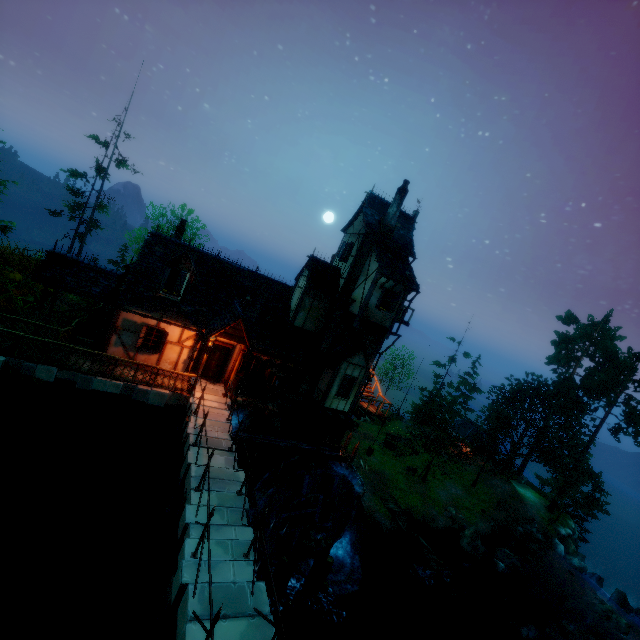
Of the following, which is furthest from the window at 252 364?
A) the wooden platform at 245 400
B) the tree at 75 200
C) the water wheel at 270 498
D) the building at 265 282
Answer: the tree at 75 200

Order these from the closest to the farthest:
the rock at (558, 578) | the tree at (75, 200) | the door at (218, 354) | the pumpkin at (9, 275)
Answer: the door at (218, 354), the pumpkin at (9, 275), the tree at (75, 200), the rock at (558, 578)

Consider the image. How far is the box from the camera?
17.5m

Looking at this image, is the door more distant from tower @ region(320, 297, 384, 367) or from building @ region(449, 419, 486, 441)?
building @ region(449, 419, 486, 441)

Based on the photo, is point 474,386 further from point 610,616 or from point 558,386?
point 610,616

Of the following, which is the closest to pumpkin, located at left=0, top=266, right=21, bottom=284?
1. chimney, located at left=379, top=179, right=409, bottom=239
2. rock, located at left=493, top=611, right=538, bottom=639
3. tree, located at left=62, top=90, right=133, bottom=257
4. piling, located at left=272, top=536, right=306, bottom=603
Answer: tree, located at left=62, top=90, right=133, bottom=257

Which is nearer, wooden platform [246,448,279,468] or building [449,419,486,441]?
wooden platform [246,448,279,468]

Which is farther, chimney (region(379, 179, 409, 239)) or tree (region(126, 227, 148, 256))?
tree (region(126, 227, 148, 256))
